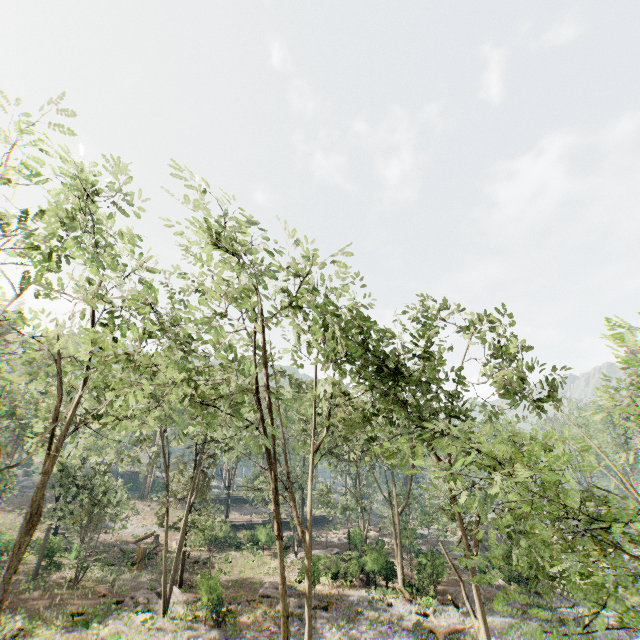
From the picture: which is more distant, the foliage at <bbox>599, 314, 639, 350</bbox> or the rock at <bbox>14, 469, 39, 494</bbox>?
the rock at <bbox>14, 469, 39, 494</bbox>

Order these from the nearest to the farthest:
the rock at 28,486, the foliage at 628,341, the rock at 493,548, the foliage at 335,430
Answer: the foliage at 628,341 < the foliage at 335,430 < the rock at 493,548 < the rock at 28,486

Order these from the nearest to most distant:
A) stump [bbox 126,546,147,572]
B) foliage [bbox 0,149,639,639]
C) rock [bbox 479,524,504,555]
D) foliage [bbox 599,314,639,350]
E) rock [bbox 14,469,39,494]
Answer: foliage [bbox 599,314,639,350] < foliage [bbox 0,149,639,639] < rock [bbox 479,524,504,555] < stump [bbox 126,546,147,572] < rock [bbox 14,469,39,494]

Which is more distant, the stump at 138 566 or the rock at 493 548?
the stump at 138 566

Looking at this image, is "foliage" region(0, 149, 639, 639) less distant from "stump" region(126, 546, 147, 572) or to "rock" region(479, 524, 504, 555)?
"rock" region(479, 524, 504, 555)

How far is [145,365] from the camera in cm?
1012

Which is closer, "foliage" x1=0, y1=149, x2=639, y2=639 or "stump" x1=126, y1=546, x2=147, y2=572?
"foliage" x1=0, y1=149, x2=639, y2=639
